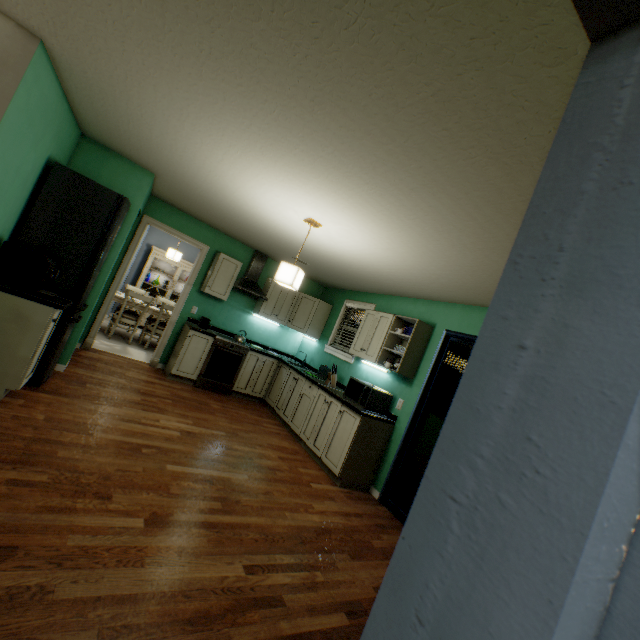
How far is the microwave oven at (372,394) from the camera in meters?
3.9 m

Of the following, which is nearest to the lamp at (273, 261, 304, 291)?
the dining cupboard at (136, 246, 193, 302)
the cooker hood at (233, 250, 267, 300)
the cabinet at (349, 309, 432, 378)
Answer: the cabinet at (349, 309, 432, 378)

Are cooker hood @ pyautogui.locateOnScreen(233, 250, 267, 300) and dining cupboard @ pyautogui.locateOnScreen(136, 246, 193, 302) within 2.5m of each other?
no

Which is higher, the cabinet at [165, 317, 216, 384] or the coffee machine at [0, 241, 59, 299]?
the coffee machine at [0, 241, 59, 299]

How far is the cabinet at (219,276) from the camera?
5.2m

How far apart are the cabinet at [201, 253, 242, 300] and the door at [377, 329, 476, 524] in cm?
336

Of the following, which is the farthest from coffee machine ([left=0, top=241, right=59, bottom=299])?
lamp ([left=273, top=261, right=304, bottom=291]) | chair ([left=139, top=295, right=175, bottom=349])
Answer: chair ([left=139, top=295, right=175, bottom=349])

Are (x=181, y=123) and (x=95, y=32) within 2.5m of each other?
yes
